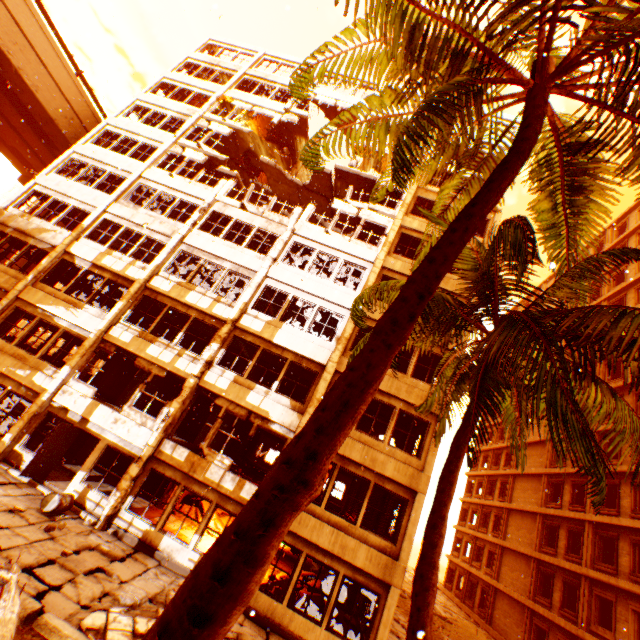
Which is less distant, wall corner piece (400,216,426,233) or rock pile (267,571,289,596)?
rock pile (267,571,289,596)

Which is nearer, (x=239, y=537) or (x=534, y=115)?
(x=239, y=537)

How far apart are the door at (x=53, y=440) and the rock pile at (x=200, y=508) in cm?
557

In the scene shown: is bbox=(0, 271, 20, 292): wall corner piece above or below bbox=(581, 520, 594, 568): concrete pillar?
below

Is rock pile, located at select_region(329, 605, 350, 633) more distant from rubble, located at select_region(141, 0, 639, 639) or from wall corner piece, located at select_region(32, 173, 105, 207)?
wall corner piece, located at select_region(32, 173, 105, 207)

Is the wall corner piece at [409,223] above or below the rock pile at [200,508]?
above

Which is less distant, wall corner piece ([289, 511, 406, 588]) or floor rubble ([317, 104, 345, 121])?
wall corner piece ([289, 511, 406, 588])

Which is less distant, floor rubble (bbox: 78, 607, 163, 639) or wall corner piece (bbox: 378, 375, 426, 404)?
floor rubble (bbox: 78, 607, 163, 639)
